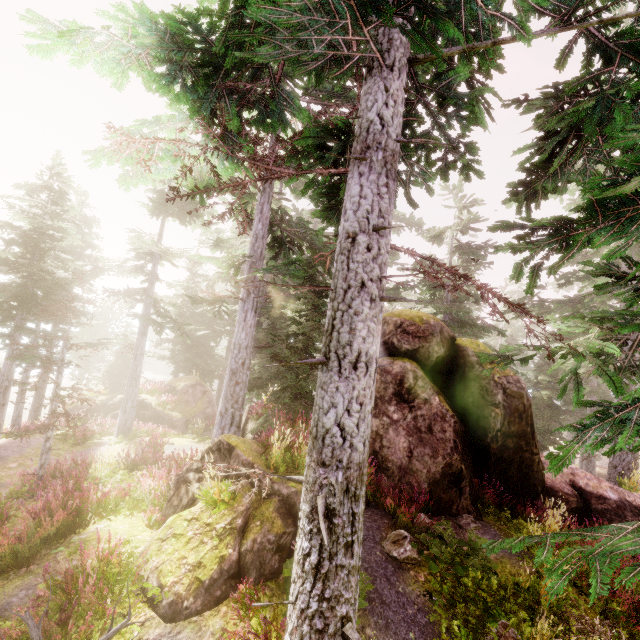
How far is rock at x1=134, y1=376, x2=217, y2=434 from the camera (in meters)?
21.80

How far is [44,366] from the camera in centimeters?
943cm

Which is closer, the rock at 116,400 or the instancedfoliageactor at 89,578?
the instancedfoliageactor at 89,578

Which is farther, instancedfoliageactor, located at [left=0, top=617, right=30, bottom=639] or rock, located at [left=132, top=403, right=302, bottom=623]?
rock, located at [left=132, top=403, right=302, bottom=623]

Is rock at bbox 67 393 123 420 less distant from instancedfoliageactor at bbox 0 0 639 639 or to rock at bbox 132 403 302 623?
instancedfoliageactor at bbox 0 0 639 639

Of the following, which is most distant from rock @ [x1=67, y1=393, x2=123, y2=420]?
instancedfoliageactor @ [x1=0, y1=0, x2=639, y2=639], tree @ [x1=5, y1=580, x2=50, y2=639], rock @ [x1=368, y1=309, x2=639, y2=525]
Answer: tree @ [x1=5, y1=580, x2=50, y2=639]

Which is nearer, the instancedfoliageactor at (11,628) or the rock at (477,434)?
the instancedfoliageactor at (11,628)
